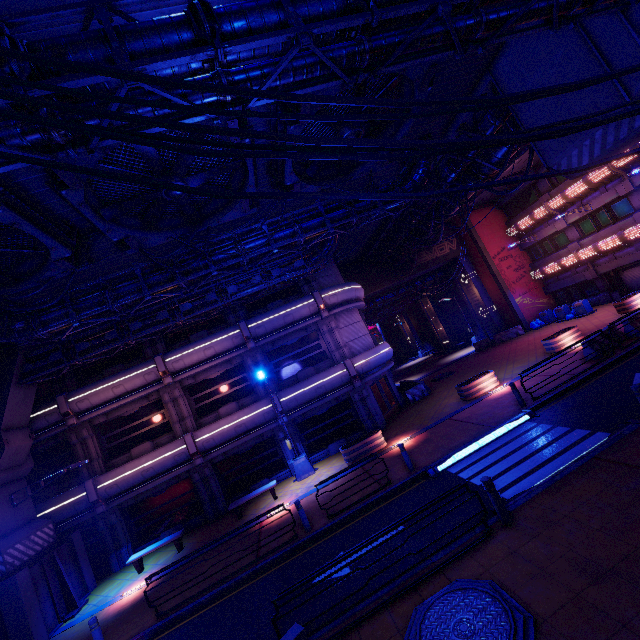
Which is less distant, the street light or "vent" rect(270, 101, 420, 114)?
"vent" rect(270, 101, 420, 114)

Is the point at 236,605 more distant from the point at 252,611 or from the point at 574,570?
the point at 574,570

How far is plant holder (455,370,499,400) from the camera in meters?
17.2 m

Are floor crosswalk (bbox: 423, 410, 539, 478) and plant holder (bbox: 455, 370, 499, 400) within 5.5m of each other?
yes

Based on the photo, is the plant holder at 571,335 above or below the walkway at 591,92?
below

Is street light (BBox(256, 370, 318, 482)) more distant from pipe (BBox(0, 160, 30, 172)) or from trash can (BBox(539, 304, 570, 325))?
trash can (BBox(539, 304, 570, 325))

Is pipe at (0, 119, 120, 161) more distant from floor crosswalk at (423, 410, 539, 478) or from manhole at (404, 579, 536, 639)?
floor crosswalk at (423, 410, 539, 478)

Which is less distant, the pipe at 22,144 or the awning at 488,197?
the pipe at 22,144
